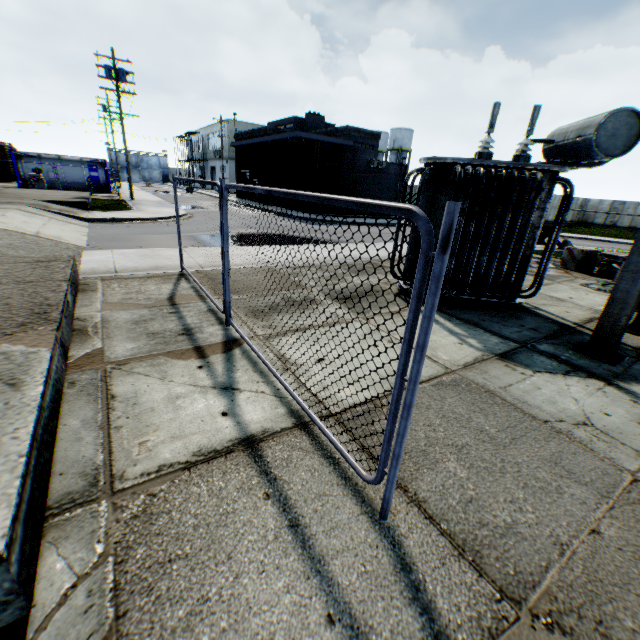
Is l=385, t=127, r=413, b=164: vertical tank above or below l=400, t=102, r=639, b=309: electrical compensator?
above

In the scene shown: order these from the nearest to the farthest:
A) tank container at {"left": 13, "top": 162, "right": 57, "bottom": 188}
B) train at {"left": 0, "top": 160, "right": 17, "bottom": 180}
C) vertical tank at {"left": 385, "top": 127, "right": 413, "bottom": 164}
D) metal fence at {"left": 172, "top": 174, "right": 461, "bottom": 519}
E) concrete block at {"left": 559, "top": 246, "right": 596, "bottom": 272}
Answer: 1. metal fence at {"left": 172, "top": 174, "right": 461, "bottom": 519}
2. concrete block at {"left": 559, "top": 246, "right": 596, "bottom": 272}
3. tank container at {"left": 13, "top": 162, "right": 57, "bottom": 188}
4. train at {"left": 0, "top": 160, "right": 17, "bottom": 180}
5. vertical tank at {"left": 385, "top": 127, "right": 413, "bottom": 164}

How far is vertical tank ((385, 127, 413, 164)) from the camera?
55.6m

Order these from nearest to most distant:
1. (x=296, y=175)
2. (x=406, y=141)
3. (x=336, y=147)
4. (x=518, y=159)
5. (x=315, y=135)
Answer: (x=518, y=159)
(x=315, y=135)
(x=336, y=147)
(x=296, y=175)
(x=406, y=141)

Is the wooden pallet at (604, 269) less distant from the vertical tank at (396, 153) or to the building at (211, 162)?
the building at (211, 162)

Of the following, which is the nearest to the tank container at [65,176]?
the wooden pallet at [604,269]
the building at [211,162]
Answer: the building at [211,162]

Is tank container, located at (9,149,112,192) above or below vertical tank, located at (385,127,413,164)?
below

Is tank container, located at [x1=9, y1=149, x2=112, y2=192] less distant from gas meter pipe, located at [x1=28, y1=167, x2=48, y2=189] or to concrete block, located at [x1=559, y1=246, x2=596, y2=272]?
gas meter pipe, located at [x1=28, y1=167, x2=48, y2=189]
